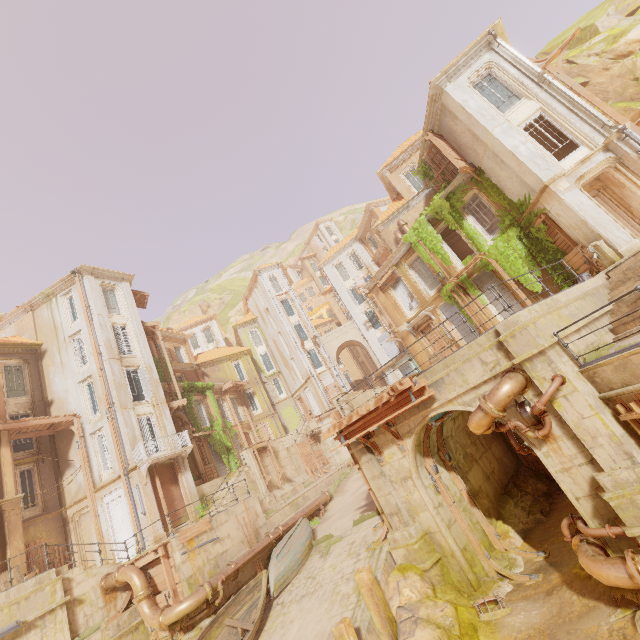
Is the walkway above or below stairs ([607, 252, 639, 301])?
below

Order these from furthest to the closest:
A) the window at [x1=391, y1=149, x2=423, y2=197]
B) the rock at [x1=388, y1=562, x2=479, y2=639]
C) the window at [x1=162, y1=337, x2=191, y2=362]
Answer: the window at [x1=162, y1=337, x2=191, y2=362] < the window at [x1=391, y1=149, x2=423, y2=197] < the rock at [x1=388, y1=562, x2=479, y2=639]

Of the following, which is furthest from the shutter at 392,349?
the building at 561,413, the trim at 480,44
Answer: the trim at 480,44

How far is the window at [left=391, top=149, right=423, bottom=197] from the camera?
26.34m

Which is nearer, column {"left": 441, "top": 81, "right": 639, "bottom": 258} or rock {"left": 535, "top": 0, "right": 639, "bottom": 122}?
column {"left": 441, "top": 81, "right": 639, "bottom": 258}

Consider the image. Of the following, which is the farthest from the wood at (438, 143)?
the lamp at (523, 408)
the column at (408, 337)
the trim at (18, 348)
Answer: the trim at (18, 348)

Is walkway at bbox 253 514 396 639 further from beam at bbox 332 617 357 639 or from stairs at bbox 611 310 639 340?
stairs at bbox 611 310 639 340

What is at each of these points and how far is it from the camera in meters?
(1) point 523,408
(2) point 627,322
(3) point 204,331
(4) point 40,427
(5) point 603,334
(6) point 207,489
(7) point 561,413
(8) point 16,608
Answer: (1) lamp, 8.2
(2) stairs, 8.7
(3) window, 49.7
(4) wood, 20.8
(5) building, 8.9
(6) building, 22.2
(7) building, 7.7
(8) building, 11.6
